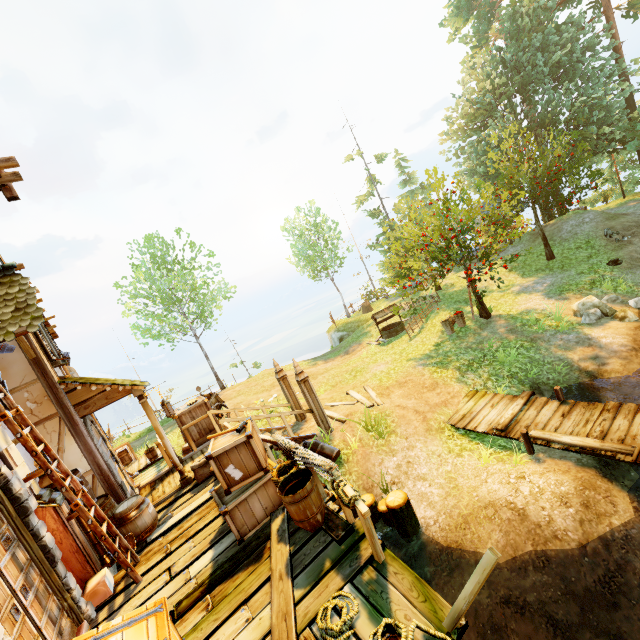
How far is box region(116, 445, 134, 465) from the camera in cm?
1376

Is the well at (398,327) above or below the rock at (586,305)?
above

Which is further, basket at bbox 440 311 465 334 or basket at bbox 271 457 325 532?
basket at bbox 440 311 465 334

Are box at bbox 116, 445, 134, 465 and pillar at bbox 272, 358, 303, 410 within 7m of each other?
no

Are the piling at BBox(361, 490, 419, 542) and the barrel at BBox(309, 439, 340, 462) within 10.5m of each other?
yes

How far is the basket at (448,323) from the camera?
15.02m

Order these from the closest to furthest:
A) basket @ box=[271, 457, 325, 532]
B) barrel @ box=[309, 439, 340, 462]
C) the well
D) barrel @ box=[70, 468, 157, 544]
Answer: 1. basket @ box=[271, 457, 325, 532]
2. barrel @ box=[70, 468, 157, 544]
3. barrel @ box=[309, 439, 340, 462]
4. the well

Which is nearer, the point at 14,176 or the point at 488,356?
the point at 14,176
